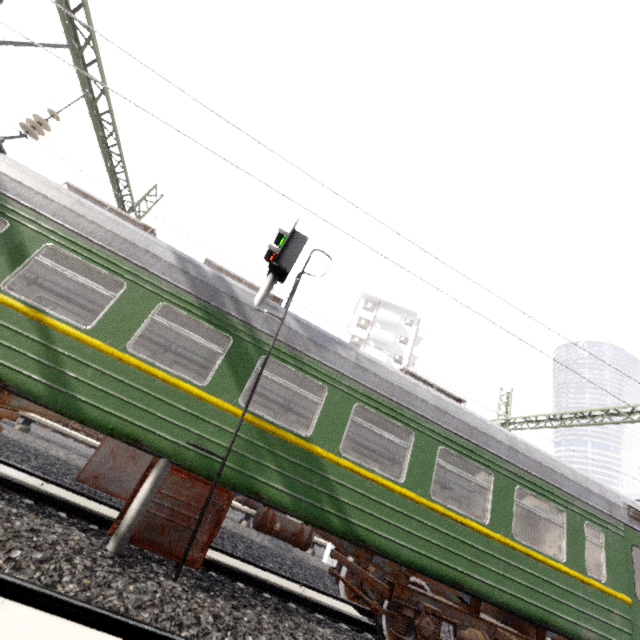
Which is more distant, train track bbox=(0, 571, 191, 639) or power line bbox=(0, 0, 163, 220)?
power line bbox=(0, 0, 163, 220)

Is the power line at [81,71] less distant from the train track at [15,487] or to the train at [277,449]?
the train at [277,449]

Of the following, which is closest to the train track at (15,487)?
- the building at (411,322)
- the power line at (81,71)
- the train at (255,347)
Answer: the train at (255,347)

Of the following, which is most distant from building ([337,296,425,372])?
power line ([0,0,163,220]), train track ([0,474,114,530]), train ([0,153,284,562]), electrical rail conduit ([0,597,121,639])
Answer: electrical rail conduit ([0,597,121,639])

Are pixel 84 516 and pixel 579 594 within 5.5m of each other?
no

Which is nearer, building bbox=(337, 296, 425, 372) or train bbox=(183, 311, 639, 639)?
train bbox=(183, 311, 639, 639)

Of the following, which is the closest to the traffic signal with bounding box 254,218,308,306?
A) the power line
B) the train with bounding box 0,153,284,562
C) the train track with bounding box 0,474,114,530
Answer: the train with bounding box 0,153,284,562

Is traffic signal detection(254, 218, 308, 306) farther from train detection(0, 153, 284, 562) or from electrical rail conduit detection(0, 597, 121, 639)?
electrical rail conduit detection(0, 597, 121, 639)
